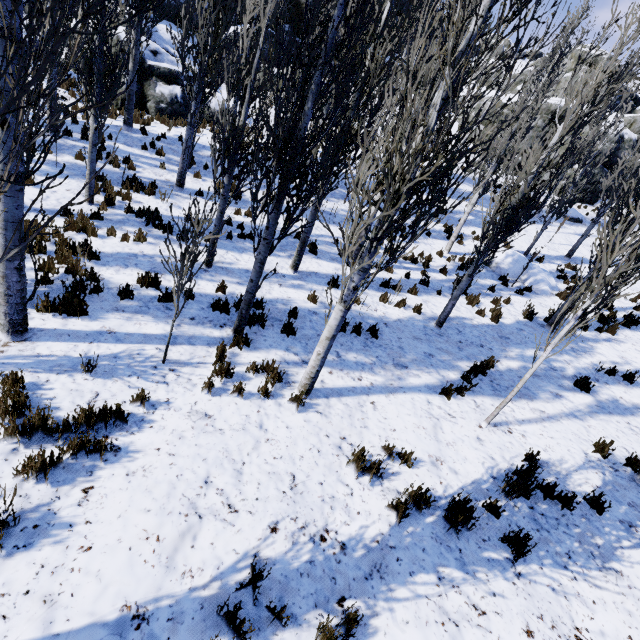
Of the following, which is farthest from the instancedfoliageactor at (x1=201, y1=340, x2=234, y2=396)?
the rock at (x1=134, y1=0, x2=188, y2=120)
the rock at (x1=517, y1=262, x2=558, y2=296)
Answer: the rock at (x1=517, y1=262, x2=558, y2=296)

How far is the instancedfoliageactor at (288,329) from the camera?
6.85m

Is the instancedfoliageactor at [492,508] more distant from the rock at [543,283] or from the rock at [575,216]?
the rock at [543,283]

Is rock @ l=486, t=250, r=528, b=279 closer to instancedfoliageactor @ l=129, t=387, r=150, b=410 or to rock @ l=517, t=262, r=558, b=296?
instancedfoliageactor @ l=129, t=387, r=150, b=410

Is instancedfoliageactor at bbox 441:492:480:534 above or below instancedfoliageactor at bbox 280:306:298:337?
below

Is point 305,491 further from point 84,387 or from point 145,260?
point 145,260
